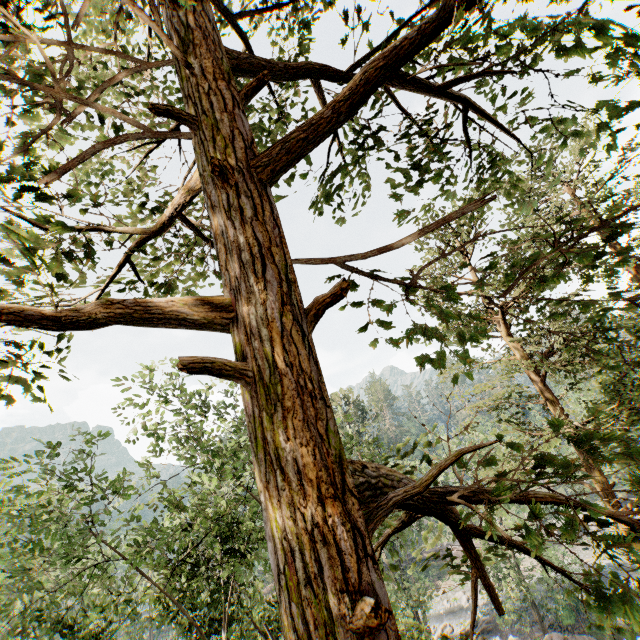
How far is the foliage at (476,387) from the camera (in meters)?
10.75

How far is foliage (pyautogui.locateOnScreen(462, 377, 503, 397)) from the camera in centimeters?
1075cm

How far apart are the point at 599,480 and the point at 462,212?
13.5m

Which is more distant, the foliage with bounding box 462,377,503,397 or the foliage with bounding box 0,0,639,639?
the foliage with bounding box 462,377,503,397

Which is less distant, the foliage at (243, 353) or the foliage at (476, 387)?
the foliage at (243, 353)
